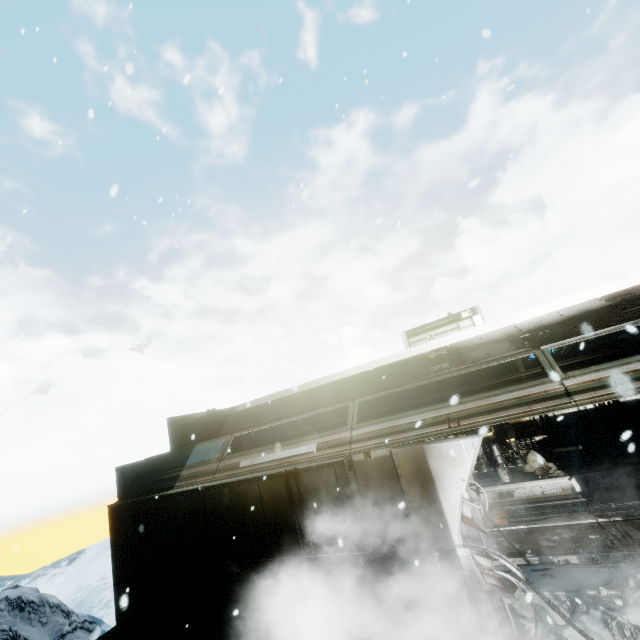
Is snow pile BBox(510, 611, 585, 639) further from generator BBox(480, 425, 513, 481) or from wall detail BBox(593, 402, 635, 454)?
wall detail BBox(593, 402, 635, 454)

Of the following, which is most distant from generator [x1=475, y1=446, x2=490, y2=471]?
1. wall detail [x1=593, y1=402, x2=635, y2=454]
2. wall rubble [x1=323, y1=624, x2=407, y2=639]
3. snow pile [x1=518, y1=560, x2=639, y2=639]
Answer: wall rubble [x1=323, y1=624, x2=407, y2=639]

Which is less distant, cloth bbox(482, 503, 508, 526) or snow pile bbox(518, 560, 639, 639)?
snow pile bbox(518, 560, 639, 639)

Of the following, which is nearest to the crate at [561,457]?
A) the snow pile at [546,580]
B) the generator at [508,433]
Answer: the generator at [508,433]

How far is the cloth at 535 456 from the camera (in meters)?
9.55

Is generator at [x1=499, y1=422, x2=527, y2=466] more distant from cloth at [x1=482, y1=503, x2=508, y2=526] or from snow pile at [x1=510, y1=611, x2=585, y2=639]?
snow pile at [x1=510, y1=611, x2=585, y2=639]

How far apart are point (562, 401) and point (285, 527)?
5.2 meters

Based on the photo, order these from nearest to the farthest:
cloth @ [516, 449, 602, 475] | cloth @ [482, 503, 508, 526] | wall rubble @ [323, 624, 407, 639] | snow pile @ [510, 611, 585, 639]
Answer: snow pile @ [510, 611, 585, 639] → wall rubble @ [323, 624, 407, 639] → cloth @ [482, 503, 508, 526] → cloth @ [516, 449, 602, 475]
